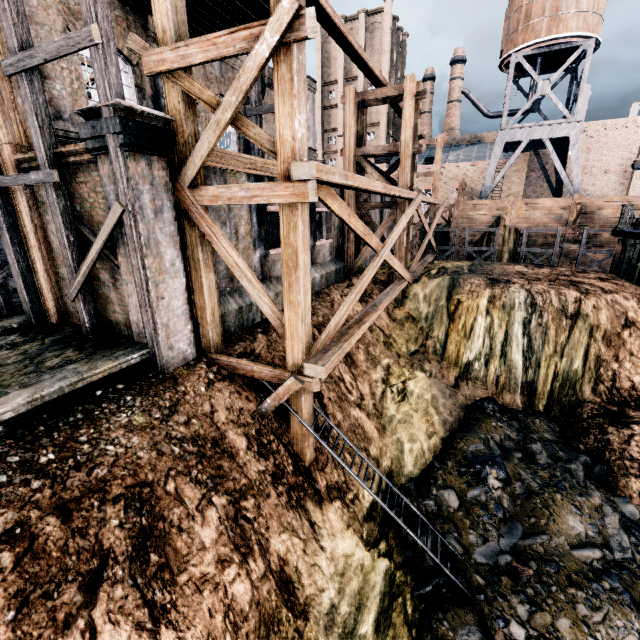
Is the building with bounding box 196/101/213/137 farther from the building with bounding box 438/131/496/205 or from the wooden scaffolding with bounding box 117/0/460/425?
the building with bounding box 438/131/496/205

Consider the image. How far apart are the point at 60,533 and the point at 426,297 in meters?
19.4 m

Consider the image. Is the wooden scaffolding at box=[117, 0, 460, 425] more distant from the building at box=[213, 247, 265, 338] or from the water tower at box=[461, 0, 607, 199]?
the water tower at box=[461, 0, 607, 199]

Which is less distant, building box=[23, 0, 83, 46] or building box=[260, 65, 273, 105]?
building box=[23, 0, 83, 46]

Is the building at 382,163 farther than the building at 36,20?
Yes

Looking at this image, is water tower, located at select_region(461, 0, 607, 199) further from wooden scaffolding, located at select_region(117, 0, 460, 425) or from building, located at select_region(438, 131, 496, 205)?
wooden scaffolding, located at select_region(117, 0, 460, 425)

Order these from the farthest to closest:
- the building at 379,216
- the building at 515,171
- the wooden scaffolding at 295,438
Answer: the building at 515,171 < the building at 379,216 < the wooden scaffolding at 295,438

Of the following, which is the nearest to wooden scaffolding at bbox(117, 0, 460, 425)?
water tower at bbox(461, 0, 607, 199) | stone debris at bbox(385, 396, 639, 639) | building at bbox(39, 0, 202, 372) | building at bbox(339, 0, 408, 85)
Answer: building at bbox(39, 0, 202, 372)
